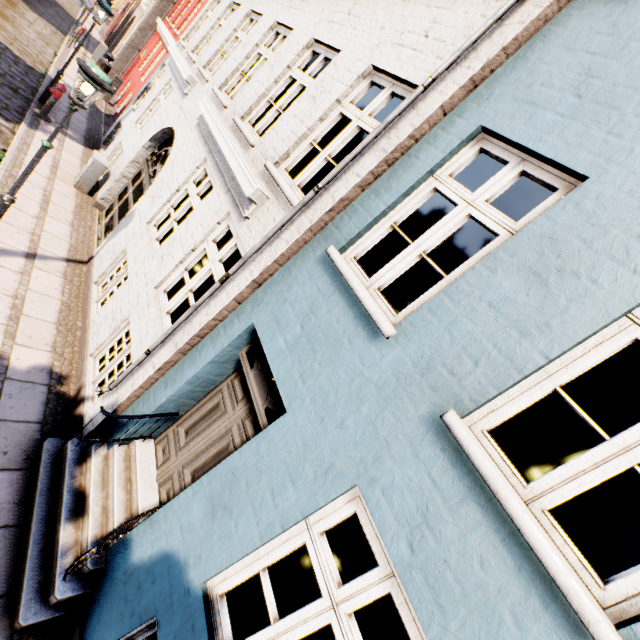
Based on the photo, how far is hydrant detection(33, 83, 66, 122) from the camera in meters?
9.7 m

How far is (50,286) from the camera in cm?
620

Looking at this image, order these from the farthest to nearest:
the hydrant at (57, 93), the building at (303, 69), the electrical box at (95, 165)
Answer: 1. the hydrant at (57, 93)
2. the electrical box at (95, 165)
3. the building at (303, 69)

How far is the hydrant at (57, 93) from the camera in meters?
9.7

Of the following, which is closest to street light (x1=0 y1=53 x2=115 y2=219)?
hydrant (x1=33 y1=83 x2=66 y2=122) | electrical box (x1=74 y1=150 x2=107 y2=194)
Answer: electrical box (x1=74 y1=150 x2=107 y2=194)

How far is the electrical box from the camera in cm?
Result: 876

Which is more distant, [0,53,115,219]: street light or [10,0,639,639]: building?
[0,53,115,219]: street light

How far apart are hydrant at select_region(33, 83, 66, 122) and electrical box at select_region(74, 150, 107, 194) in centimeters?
277cm
